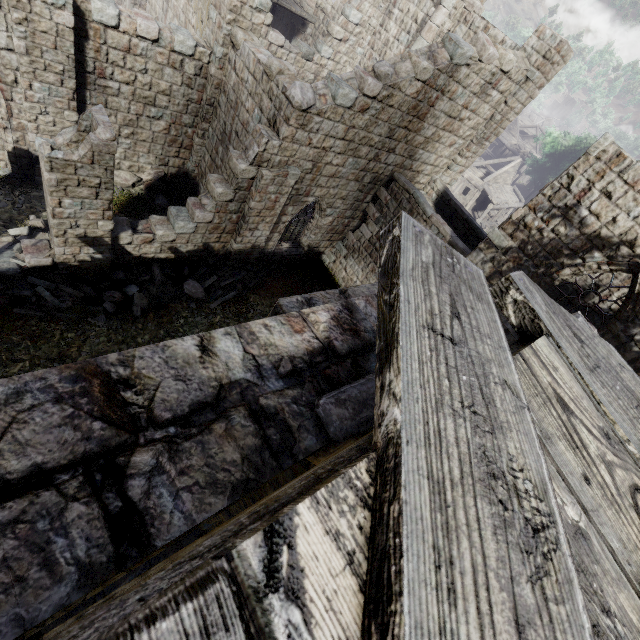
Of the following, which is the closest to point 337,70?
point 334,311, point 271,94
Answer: point 271,94

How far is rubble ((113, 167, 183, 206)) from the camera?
13.1m

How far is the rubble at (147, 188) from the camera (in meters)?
13.07

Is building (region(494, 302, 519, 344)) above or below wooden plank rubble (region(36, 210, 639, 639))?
below

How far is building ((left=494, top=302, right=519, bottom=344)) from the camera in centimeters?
969cm

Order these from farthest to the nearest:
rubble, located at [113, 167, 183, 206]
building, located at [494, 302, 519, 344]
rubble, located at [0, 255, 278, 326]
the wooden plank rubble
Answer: rubble, located at [113, 167, 183, 206] → building, located at [494, 302, 519, 344] → rubble, located at [0, 255, 278, 326] → the wooden plank rubble

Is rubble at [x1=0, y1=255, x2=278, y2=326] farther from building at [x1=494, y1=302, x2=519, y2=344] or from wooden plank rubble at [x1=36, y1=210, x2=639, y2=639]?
wooden plank rubble at [x1=36, y1=210, x2=639, y2=639]

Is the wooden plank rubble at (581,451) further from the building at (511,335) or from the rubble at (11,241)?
the rubble at (11,241)
